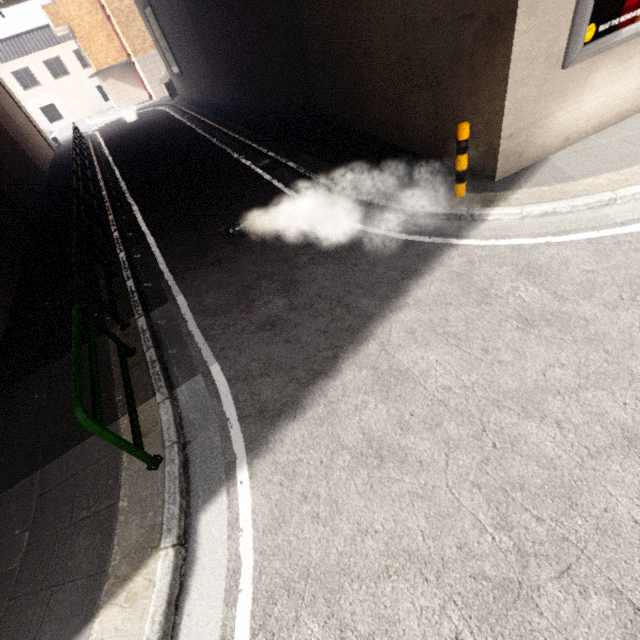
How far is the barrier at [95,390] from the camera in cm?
276

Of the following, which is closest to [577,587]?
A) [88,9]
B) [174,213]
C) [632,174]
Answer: [632,174]

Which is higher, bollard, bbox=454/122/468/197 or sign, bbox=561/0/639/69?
sign, bbox=561/0/639/69

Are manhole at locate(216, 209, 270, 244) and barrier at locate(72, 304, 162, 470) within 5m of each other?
yes

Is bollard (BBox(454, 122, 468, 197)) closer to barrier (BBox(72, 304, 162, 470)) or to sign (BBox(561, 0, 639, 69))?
sign (BBox(561, 0, 639, 69))

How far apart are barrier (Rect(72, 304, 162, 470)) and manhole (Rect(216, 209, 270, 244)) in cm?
273

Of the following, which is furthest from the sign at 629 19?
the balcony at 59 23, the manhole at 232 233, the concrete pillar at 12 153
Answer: the balcony at 59 23

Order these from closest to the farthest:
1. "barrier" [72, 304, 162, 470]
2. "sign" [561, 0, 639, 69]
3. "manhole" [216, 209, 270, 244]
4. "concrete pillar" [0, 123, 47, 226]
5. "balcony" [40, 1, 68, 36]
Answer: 1. "barrier" [72, 304, 162, 470]
2. "sign" [561, 0, 639, 69]
3. "manhole" [216, 209, 270, 244]
4. "concrete pillar" [0, 123, 47, 226]
5. "balcony" [40, 1, 68, 36]
